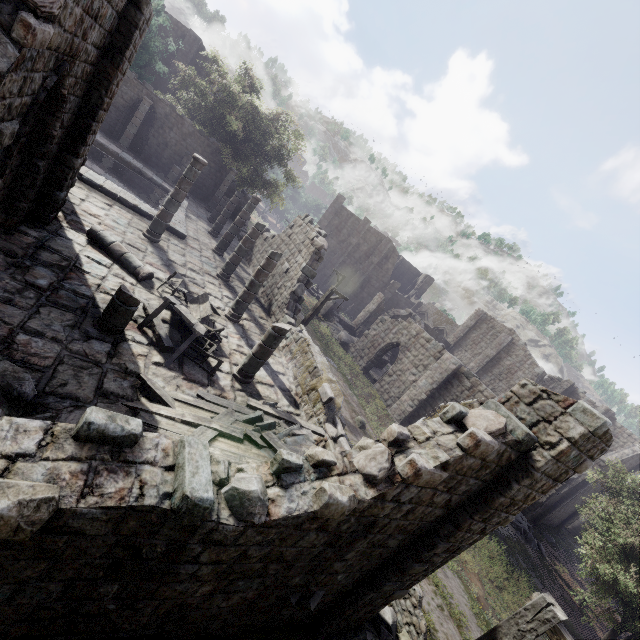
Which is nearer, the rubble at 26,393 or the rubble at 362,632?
the rubble at 26,393

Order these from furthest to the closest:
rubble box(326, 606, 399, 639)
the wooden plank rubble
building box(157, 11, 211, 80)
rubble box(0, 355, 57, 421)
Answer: building box(157, 11, 211, 80)
rubble box(326, 606, 399, 639)
the wooden plank rubble
rubble box(0, 355, 57, 421)

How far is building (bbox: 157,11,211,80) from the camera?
32.2m

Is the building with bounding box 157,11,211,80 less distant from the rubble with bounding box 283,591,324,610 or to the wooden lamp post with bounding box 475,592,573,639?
the rubble with bounding box 283,591,324,610

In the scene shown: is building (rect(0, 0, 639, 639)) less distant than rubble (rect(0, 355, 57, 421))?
Yes

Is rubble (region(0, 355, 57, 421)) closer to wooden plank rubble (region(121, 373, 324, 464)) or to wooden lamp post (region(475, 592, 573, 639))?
wooden plank rubble (region(121, 373, 324, 464))

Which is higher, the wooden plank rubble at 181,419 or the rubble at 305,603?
the wooden plank rubble at 181,419

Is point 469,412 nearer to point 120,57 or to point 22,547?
point 22,547
